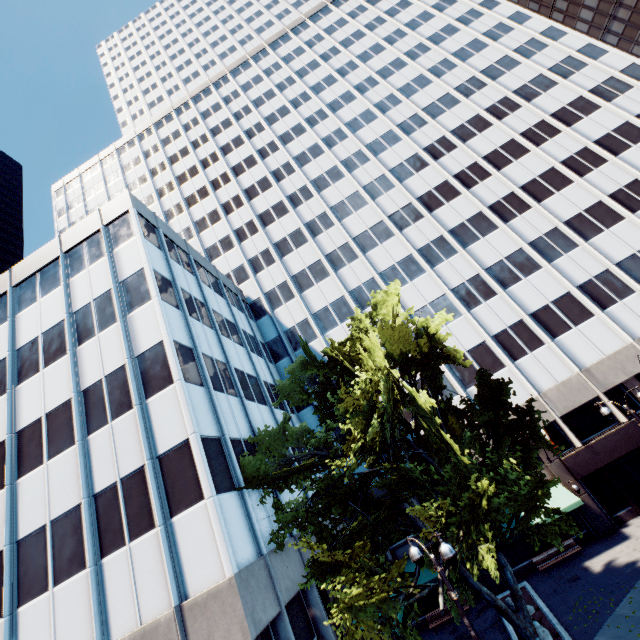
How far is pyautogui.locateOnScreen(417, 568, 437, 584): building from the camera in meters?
20.8 m

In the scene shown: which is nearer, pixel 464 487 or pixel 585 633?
pixel 464 487

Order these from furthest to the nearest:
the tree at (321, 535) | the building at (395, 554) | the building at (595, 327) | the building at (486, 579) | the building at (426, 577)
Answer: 1. the building at (395, 554)
2. the building at (486, 579)
3. the building at (426, 577)
4. the building at (595, 327)
5. the tree at (321, 535)

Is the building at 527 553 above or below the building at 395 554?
below

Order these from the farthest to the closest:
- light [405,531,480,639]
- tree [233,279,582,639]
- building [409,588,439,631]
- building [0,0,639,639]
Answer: building [409,588,439,631] < building [0,0,639,639] < tree [233,279,582,639] < light [405,531,480,639]

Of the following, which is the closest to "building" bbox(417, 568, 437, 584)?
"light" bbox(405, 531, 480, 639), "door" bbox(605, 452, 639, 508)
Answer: "door" bbox(605, 452, 639, 508)
